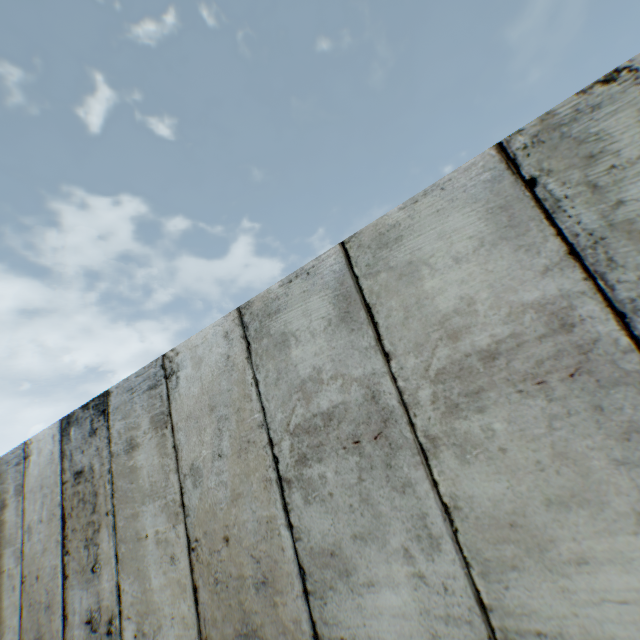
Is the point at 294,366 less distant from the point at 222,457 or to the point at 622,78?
the point at 222,457
